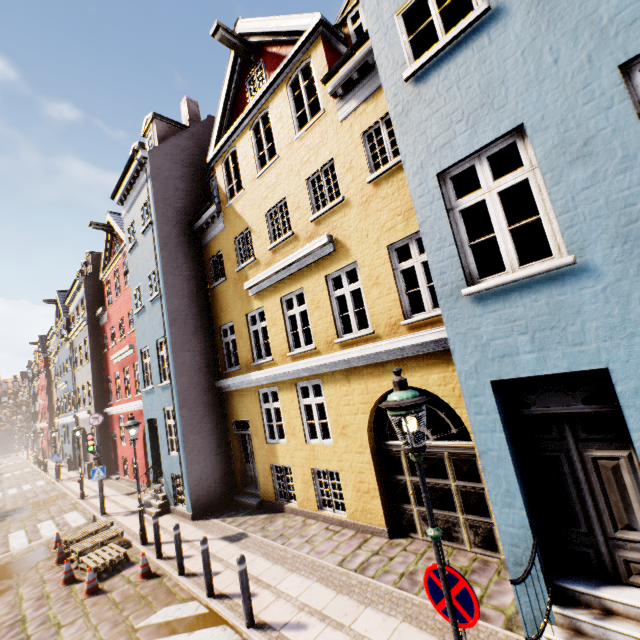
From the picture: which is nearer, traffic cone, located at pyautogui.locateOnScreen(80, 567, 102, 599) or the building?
the building

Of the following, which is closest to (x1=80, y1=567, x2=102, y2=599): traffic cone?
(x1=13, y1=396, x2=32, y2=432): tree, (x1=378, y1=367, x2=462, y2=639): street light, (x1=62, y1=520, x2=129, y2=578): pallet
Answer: (x1=62, y1=520, x2=129, y2=578): pallet

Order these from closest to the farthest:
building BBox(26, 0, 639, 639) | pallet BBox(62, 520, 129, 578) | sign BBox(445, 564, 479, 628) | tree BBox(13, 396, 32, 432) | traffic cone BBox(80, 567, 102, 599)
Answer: sign BBox(445, 564, 479, 628)
building BBox(26, 0, 639, 639)
traffic cone BBox(80, 567, 102, 599)
pallet BBox(62, 520, 129, 578)
tree BBox(13, 396, 32, 432)

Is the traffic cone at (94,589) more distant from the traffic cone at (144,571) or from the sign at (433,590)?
the sign at (433,590)

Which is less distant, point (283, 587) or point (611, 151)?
point (611, 151)

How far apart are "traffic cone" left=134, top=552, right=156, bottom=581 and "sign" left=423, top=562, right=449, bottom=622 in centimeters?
785cm

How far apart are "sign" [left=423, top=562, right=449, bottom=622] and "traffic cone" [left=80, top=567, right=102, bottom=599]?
8.63m

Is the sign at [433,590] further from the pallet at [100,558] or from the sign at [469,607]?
the pallet at [100,558]
